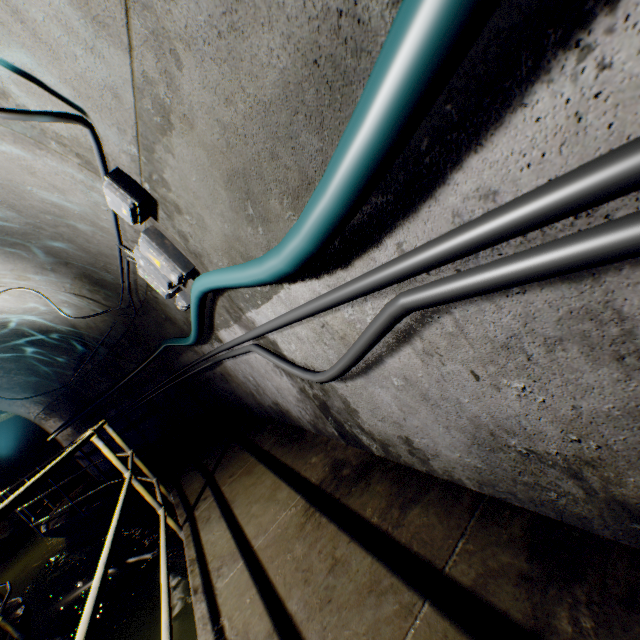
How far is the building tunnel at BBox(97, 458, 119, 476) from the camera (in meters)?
7.74

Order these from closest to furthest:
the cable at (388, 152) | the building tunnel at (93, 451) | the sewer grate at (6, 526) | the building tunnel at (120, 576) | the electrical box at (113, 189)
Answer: the cable at (388, 152) → the electrical box at (113, 189) → the building tunnel at (120, 576) → the building tunnel at (93, 451) → the sewer grate at (6, 526)

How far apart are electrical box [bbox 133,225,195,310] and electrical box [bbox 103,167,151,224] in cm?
12

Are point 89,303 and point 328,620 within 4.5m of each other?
no

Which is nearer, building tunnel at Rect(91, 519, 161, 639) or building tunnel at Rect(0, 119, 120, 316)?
building tunnel at Rect(0, 119, 120, 316)

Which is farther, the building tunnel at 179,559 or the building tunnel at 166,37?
the building tunnel at 179,559

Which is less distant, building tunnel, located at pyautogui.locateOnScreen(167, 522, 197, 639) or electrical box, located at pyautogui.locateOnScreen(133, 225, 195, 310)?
electrical box, located at pyautogui.locateOnScreen(133, 225, 195, 310)
